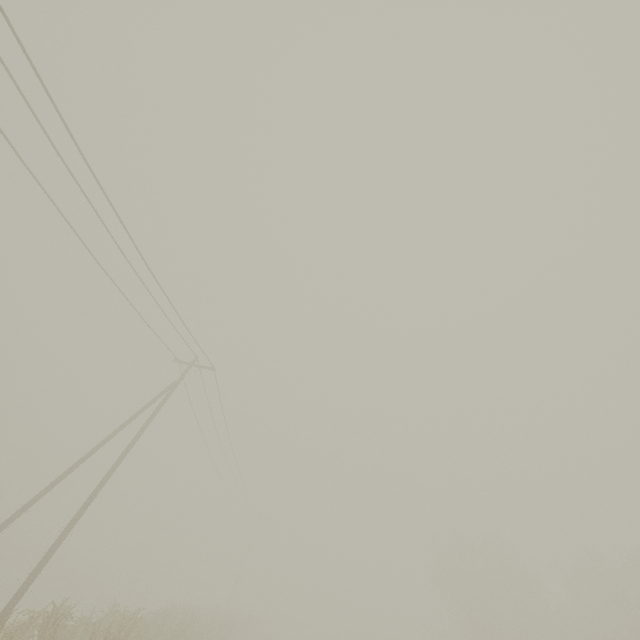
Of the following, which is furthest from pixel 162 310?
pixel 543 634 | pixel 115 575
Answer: pixel 115 575
